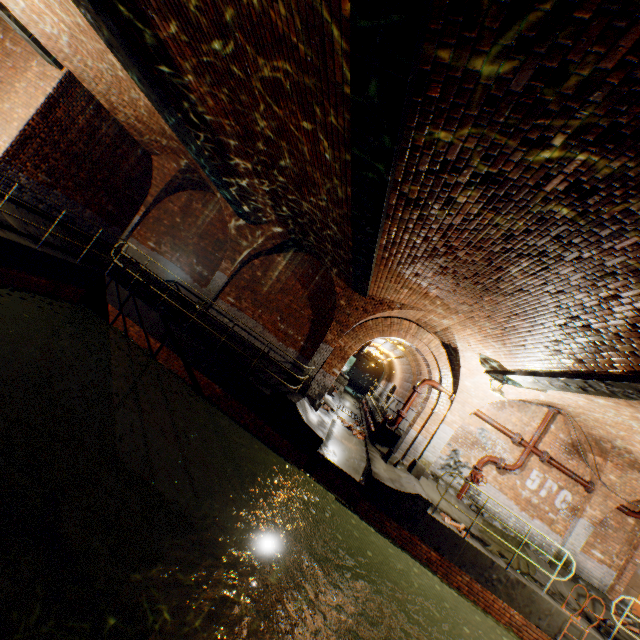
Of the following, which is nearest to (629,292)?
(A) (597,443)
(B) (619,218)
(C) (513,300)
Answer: (B) (619,218)

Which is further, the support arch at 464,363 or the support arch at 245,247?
the support arch at 245,247

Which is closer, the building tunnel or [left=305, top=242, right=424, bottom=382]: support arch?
[left=305, top=242, right=424, bottom=382]: support arch

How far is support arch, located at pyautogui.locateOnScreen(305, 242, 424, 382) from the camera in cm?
1060

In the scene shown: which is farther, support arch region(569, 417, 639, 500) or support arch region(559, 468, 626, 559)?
support arch region(559, 468, 626, 559)

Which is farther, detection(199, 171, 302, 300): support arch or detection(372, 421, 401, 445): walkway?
detection(372, 421, 401, 445): walkway

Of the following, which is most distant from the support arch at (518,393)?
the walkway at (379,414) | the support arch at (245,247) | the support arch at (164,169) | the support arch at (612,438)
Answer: the support arch at (164,169)

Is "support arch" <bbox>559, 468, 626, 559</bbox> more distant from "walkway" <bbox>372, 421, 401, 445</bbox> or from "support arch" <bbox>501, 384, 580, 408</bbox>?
"walkway" <bbox>372, 421, 401, 445</bbox>
